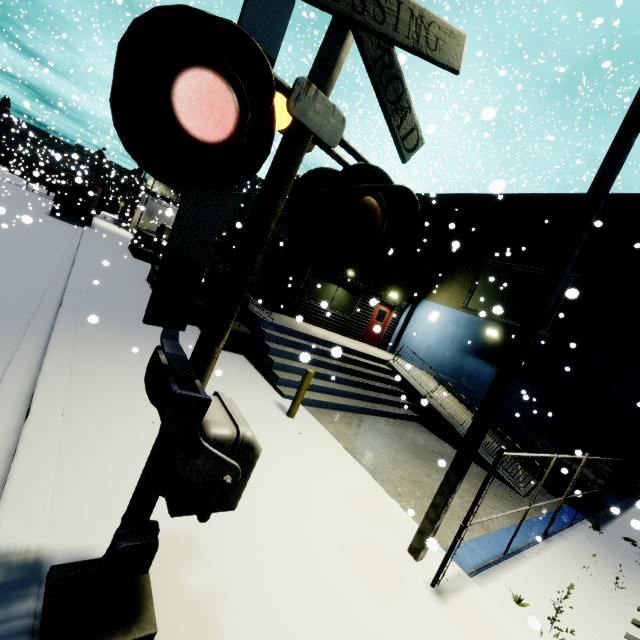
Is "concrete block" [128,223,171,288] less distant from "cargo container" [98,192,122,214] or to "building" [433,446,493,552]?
"building" [433,446,493,552]

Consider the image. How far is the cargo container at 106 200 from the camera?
41.8 meters

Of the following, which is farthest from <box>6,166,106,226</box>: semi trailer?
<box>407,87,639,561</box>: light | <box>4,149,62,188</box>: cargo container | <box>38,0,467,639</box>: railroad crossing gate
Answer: <box>407,87,639,561</box>: light

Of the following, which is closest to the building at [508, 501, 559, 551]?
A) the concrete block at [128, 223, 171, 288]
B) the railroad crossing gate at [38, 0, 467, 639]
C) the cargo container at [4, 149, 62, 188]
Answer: the concrete block at [128, 223, 171, 288]

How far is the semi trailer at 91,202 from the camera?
24.6 meters

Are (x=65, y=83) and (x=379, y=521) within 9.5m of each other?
no

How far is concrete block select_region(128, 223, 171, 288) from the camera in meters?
15.0 m

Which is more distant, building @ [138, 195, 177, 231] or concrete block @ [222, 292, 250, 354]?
building @ [138, 195, 177, 231]
